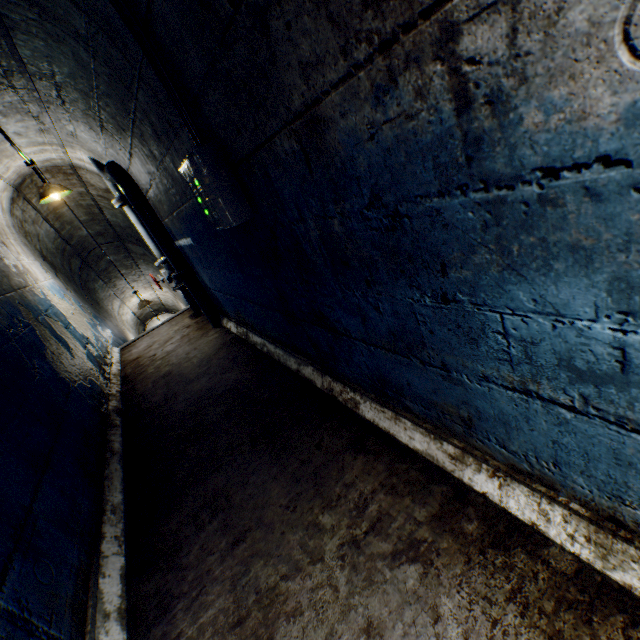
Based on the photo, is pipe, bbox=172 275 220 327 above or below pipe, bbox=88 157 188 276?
below

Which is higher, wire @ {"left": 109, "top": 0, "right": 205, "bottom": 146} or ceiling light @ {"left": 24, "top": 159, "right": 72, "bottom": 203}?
ceiling light @ {"left": 24, "top": 159, "right": 72, "bottom": 203}

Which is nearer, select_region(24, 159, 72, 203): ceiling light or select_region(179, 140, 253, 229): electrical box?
select_region(179, 140, 253, 229): electrical box

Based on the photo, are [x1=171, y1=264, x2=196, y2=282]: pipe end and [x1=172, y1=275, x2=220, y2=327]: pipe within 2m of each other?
yes

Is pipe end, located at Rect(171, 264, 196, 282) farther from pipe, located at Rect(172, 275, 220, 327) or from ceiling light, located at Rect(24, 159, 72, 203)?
ceiling light, located at Rect(24, 159, 72, 203)

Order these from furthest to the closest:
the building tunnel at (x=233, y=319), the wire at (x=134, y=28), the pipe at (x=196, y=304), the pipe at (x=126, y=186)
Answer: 1. the pipe at (x=196, y=304)
2. the pipe at (x=126, y=186)
3. the wire at (x=134, y=28)
4. the building tunnel at (x=233, y=319)

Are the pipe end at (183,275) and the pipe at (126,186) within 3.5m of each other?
yes

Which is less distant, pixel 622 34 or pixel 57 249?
pixel 622 34
